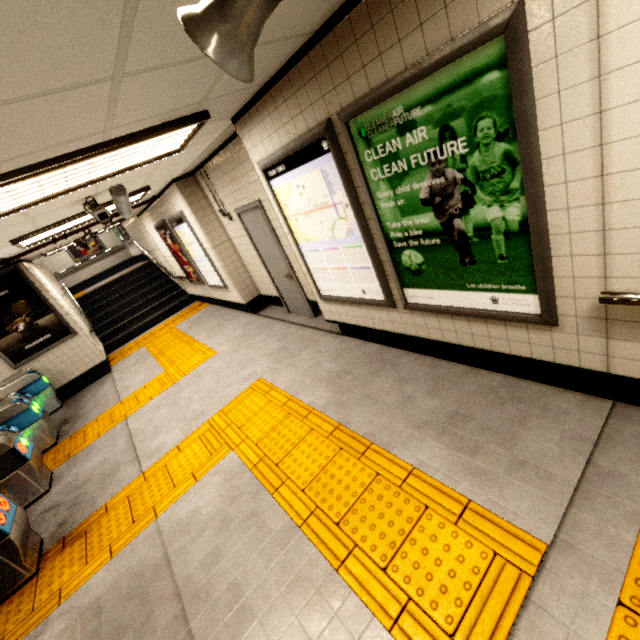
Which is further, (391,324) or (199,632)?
(391,324)

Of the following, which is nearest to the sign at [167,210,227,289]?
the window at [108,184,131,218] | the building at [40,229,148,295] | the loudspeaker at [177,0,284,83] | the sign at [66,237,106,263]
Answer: the window at [108,184,131,218]

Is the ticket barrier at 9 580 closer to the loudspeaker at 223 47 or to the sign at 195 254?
the sign at 195 254

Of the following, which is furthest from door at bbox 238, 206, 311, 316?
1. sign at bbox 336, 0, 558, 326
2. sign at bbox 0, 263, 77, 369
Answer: sign at bbox 0, 263, 77, 369

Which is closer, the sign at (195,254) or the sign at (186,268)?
the sign at (195,254)

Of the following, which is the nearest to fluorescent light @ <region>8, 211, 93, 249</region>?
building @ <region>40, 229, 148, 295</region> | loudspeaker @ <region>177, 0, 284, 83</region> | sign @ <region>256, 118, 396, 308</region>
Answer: sign @ <region>256, 118, 396, 308</region>

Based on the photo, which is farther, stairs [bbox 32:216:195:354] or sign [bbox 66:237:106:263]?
sign [bbox 66:237:106:263]

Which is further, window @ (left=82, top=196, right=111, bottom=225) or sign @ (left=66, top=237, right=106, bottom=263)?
sign @ (left=66, top=237, right=106, bottom=263)
